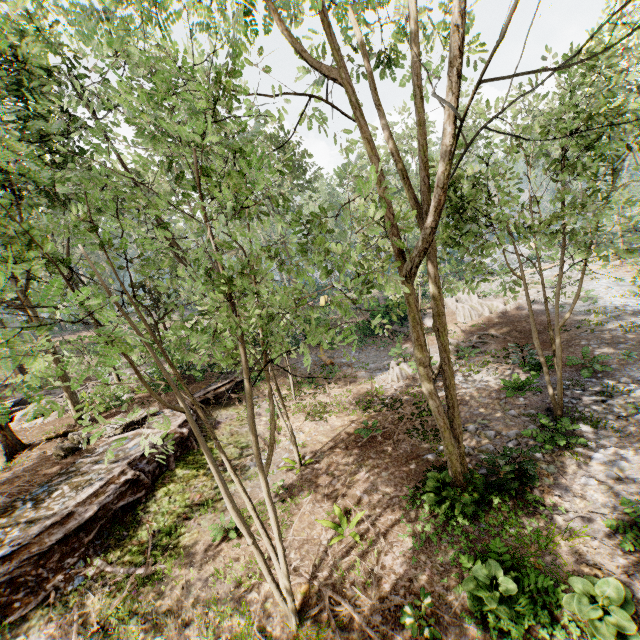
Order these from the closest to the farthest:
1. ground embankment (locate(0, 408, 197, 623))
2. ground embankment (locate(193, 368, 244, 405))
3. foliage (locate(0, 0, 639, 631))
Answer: foliage (locate(0, 0, 639, 631)) → ground embankment (locate(0, 408, 197, 623)) → ground embankment (locate(193, 368, 244, 405))

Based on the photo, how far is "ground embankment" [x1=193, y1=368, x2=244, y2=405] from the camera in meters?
16.8

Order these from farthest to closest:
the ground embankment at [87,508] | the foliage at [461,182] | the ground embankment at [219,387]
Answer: the ground embankment at [219,387]
the ground embankment at [87,508]
the foliage at [461,182]

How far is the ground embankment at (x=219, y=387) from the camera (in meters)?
16.78

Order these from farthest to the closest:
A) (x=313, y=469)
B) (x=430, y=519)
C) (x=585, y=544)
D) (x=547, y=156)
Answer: (x=313, y=469) → (x=547, y=156) → (x=430, y=519) → (x=585, y=544)

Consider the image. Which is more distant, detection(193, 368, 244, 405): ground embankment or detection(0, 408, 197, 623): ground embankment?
detection(193, 368, 244, 405): ground embankment

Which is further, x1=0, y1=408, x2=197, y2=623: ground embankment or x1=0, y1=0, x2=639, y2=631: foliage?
x1=0, y1=408, x2=197, y2=623: ground embankment
